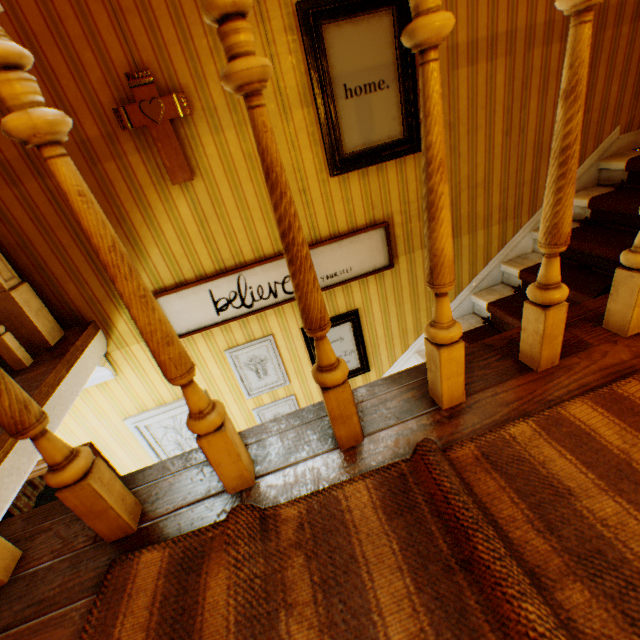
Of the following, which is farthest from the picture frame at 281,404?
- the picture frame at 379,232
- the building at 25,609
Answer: the picture frame at 379,232

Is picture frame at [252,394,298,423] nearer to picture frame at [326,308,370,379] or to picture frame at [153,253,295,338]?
picture frame at [326,308,370,379]

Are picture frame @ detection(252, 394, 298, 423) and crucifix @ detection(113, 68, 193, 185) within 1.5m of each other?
no

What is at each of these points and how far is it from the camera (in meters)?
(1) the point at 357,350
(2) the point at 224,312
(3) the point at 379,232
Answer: (1) picture frame, 3.21
(2) picture frame, 2.68
(3) picture frame, 2.72

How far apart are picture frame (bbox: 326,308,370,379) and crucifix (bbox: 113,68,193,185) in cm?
149

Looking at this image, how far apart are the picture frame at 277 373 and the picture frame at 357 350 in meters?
0.3

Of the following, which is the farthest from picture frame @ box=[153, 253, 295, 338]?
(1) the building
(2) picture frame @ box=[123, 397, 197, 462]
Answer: (2) picture frame @ box=[123, 397, 197, 462]

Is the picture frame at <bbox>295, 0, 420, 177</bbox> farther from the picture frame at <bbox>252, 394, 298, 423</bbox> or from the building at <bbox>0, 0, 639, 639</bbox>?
the picture frame at <bbox>252, 394, 298, 423</bbox>
